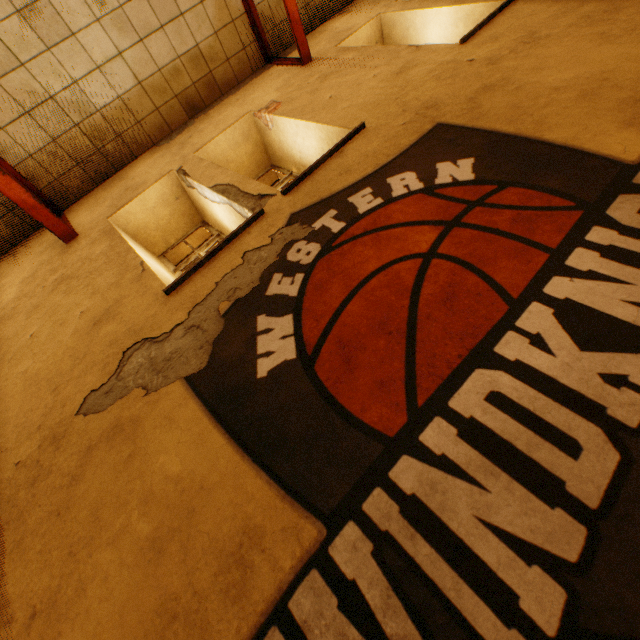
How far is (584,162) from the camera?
2.0 meters

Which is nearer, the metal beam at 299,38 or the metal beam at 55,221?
the metal beam at 55,221

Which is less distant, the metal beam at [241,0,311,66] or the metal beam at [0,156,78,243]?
the metal beam at [0,156,78,243]
